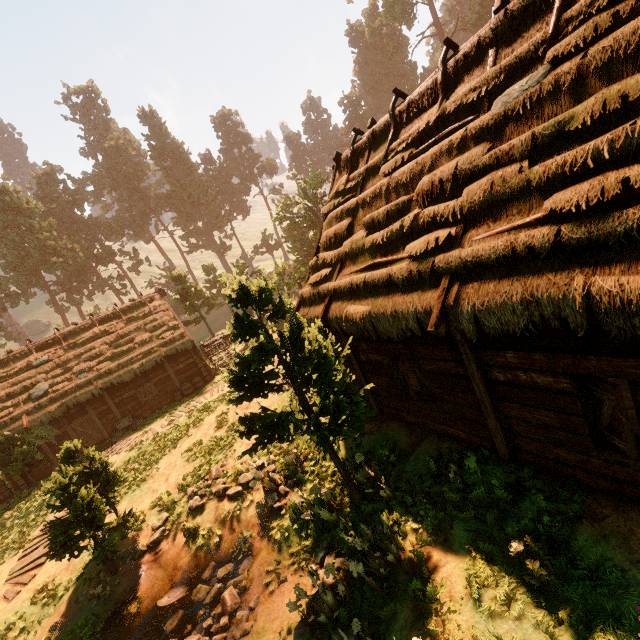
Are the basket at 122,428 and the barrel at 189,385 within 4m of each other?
yes

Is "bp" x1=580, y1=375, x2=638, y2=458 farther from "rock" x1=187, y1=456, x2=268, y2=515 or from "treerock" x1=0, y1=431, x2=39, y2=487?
"rock" x1=187, y1=456, x2=268, y2=515

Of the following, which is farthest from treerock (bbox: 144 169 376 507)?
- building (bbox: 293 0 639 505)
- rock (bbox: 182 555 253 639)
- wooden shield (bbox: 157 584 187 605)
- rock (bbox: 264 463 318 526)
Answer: rock (bbox: 182 555 253 639)

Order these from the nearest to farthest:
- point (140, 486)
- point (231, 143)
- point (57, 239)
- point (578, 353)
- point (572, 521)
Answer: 1. point (578, 353)
2. point (572, 521)
3. point (140, 486)
4. point (57, 239)
5. point (231, 143)

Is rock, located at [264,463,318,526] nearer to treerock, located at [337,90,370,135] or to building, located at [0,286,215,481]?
treerock, located at [337,90,370,135]

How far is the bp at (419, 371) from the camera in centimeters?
741cm

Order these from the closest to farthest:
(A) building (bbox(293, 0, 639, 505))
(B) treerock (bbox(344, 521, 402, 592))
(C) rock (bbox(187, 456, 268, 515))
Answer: (A) building (bbox(293, 0, 639, 505)) → (B) treerock (bbox(344, 521, 402, 592)) → (C) rock (bbox(187, 456, 268, 515))

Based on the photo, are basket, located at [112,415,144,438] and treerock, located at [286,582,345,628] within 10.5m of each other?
no
